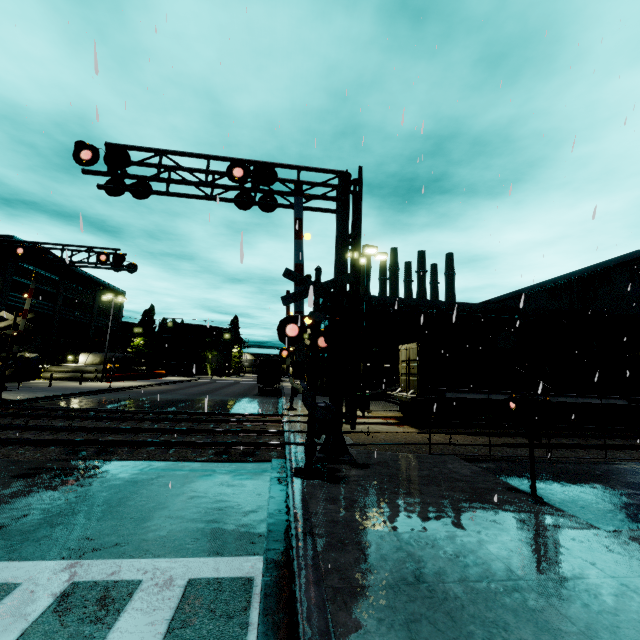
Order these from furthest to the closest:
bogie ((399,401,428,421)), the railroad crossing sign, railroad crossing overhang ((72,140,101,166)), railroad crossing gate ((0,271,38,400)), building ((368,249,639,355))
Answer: building ((368,249,639,355))
railroad crossing gate ((0,271,38,400))
bogie ((399,401,428,421))
railroad crossing overhang ((72,140,101,166))
the railroad crossing sign

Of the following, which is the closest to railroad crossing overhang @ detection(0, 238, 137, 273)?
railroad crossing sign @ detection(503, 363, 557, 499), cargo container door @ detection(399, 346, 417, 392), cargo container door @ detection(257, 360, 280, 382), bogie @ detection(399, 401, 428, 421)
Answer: bogie @ detection(399, 401, 428, 421)

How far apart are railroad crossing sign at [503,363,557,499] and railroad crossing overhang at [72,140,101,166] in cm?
1210

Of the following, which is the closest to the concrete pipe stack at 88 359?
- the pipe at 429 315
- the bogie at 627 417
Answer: the pipe at 429 315

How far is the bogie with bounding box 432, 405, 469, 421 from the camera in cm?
1577

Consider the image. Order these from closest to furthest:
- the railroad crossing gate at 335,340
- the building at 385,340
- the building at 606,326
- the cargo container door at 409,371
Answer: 1. the railroad crossing gate at 335,340
2. the cargo container door at 409,371
3. the building at 606,326
4. the building at 385,340

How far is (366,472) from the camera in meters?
8.1
